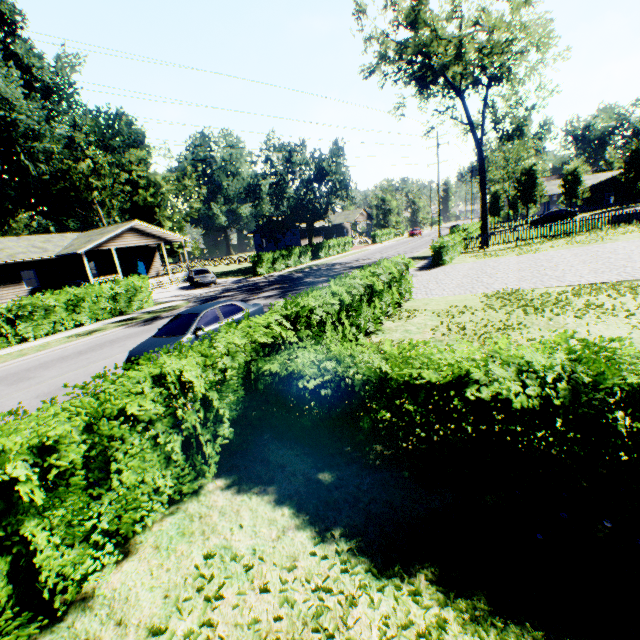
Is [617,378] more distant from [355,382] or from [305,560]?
[305,560]

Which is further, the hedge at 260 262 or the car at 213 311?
the hedge at 260 262

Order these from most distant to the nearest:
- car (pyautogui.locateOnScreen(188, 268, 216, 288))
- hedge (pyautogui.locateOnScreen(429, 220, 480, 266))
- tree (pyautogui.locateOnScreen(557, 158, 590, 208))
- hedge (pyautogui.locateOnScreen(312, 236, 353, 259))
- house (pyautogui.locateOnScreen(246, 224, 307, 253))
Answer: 1. house (pyautogui.locateOnScreen(246, 224, 307, 253))
2. tree (pyautogui.locateOnScreen(557, 158, 590, 208))
3. hedge (pyautogui.locateOnScreen(312, 236, 353, 259))
4. car (pyautogui.locateOnScreen(188, 268, 216, 288))
5. hedge (pyautogui.locateOnScreen(429, 220, 480, 266))

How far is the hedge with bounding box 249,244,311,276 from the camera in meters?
31.3

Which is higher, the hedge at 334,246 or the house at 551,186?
→ the house at 551,186

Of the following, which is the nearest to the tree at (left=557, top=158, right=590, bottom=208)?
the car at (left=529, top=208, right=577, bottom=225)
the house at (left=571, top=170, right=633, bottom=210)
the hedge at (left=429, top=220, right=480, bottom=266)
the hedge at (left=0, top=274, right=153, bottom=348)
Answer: the house at (left=571, top=170, right=633, bottom=210)

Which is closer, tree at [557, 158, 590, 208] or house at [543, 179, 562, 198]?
tree at [557, 158, 590, 208]

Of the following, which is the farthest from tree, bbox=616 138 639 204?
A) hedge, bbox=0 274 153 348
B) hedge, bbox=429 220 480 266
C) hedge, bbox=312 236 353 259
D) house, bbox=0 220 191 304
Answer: hedge, bbox=0 274 153 348
